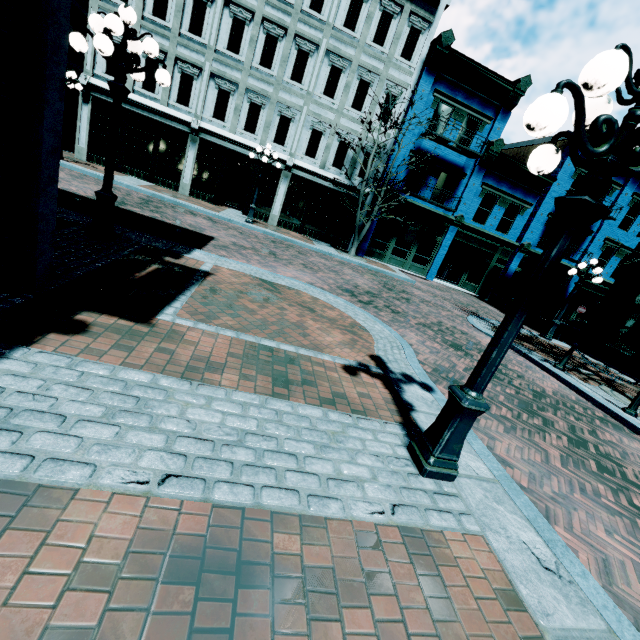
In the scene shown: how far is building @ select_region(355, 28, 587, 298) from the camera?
16.86m

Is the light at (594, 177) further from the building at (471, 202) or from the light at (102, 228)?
the building at (471, 202)

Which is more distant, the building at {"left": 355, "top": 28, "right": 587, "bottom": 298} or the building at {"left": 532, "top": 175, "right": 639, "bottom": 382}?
the building at {"left": 355, "top": 28, "right": 587, "bottom": 298}

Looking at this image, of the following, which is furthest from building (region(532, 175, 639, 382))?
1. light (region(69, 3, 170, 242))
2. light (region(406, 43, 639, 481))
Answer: light (region(406, 43, 639, 481))

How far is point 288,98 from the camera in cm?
1650
